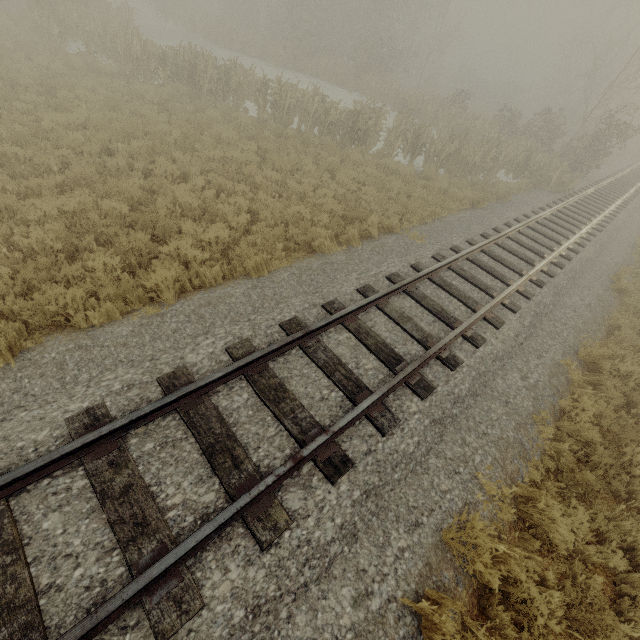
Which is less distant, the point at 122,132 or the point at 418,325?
the point at 418,325
